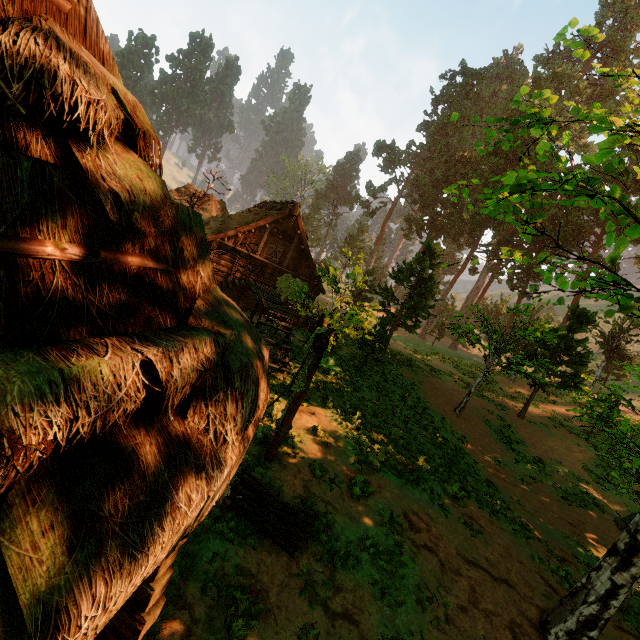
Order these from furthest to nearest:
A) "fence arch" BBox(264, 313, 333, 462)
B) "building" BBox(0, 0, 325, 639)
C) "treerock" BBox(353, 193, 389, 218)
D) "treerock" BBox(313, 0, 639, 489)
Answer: "treerock" BBox(353, 193, 389, 218) < "fence arch" BBox(264, 313, 333, 462) < "treerock" BBox(313, 0, 639, 489) < "building" BBox(0, 0, 325, 639)

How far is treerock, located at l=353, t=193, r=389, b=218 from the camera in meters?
49.2 m

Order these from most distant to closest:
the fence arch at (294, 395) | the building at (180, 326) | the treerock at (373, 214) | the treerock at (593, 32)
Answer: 1. the treerock at (373, 214)
2. the fence arch at (294, 395)
3. the treerock at (593, 32)
4. the building at (180, 326)

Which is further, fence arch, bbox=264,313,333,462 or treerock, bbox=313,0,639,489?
fence arch, bbox=264,313,333,462

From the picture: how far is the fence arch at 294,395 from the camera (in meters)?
8.14

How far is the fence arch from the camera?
8.1m

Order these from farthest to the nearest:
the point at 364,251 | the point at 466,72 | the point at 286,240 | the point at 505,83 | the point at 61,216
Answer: the point at 505,83, the point at 364,251, the point at 466,72, the point at 286,240, the point at 61,216

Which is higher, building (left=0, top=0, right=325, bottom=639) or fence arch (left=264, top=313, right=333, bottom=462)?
building (left=0, top=0, right=325, bottom=639)
